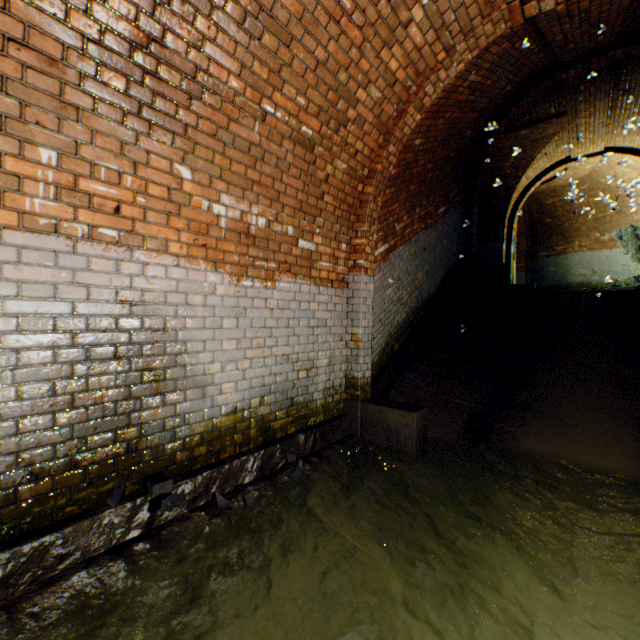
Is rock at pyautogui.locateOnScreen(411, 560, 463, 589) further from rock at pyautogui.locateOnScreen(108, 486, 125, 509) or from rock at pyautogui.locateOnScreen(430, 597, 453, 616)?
rock at pyautogui.locateOnScreen(108, 486, 125, 509)

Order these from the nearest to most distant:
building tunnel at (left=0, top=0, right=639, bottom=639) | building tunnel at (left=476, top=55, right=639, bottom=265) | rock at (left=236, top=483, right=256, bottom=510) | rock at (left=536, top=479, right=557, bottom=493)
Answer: building tunnel at (left=0, top=0, right=639, bottom=639), rock at (left=236, top=483, right=256, bottom=510), rock at (left=536, top=479, right=557, bottom=493), building tunnel at (left=476, top=55, right=639, bottom=265)

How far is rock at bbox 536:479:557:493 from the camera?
3.1m

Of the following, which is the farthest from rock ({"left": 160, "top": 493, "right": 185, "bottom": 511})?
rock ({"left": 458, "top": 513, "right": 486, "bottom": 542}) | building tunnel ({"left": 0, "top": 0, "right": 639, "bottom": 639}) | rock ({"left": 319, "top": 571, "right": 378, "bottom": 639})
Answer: rock ({"left": 458, "top": 513, "right": 486, "bottom": 542})

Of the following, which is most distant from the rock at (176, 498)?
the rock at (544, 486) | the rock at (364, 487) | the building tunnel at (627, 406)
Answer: the rock at (544, 486)

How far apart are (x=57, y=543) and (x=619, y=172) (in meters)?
16.25

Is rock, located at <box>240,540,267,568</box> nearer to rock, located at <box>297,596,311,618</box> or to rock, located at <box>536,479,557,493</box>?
rock, located at <box>297,596,311,618</box>

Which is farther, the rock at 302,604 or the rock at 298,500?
the rock at 298,500
